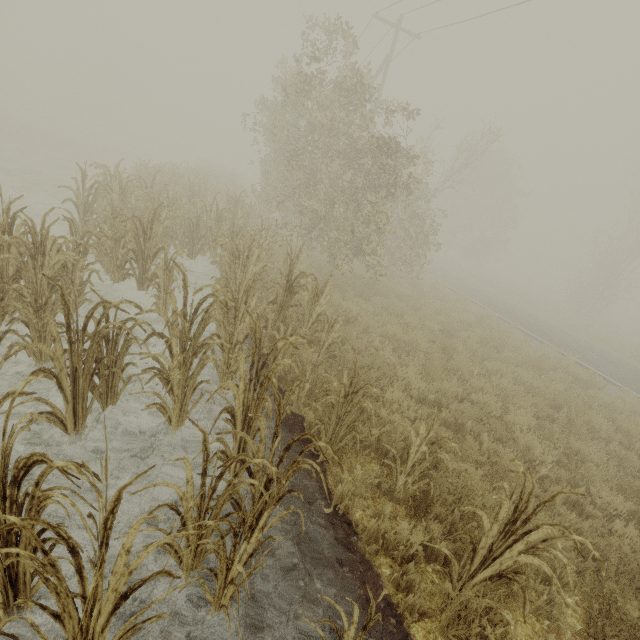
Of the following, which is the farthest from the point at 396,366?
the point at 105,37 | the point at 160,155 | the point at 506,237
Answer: the point at 105,37

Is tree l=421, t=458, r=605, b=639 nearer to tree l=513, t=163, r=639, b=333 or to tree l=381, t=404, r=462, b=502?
tree l=381, t=404, r=462, b=502

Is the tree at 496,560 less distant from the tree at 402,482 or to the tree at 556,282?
the tree at 402,482

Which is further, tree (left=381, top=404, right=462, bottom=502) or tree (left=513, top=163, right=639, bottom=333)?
tree (left=513, top=163, right=639, bottom=333)

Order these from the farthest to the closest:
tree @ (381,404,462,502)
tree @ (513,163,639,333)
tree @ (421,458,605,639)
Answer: tree @ (513,163,639,333) → tree @ (381,404,462,502) → tree @ (421,458,605,639)

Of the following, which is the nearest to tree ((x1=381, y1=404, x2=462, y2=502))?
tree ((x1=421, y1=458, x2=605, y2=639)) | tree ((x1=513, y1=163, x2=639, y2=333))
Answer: tree ((x1=421, y1=458, x2=605, y2=639))
